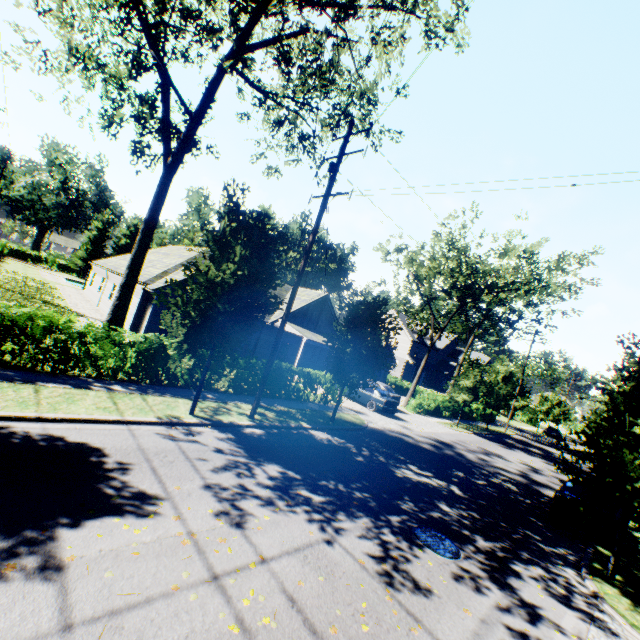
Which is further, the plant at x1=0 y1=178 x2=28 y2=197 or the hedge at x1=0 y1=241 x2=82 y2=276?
the plant at x1=0 y1=178 x2=28 y2=197

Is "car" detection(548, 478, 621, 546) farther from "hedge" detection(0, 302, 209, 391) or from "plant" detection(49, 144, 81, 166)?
"plant" detection(49, 144, 81, 166)

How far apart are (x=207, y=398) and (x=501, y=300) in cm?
2435

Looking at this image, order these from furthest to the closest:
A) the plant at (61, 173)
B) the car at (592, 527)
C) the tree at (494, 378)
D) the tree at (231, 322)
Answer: the plant at (61, 173) < the tree at (494, 378) < the car at (592, 527) < the tree at (231, 322)

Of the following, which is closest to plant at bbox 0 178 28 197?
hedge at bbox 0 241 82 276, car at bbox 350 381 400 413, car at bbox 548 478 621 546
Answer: hedge at bbox 0 241 82 276

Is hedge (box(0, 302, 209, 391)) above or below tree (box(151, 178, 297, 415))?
below

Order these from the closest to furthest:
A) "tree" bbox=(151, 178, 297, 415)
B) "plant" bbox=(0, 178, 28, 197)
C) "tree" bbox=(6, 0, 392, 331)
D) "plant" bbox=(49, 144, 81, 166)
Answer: "tree" bbox=(151, 178, 297, 415)
"tree" bbox=(6, 0, 392, 331)
"plant" bbox=(0, 178, 28, 197)
"plant" bbox=(49, 144, 81, 166)

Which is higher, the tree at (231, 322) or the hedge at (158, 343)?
the tree at (231, 322)
